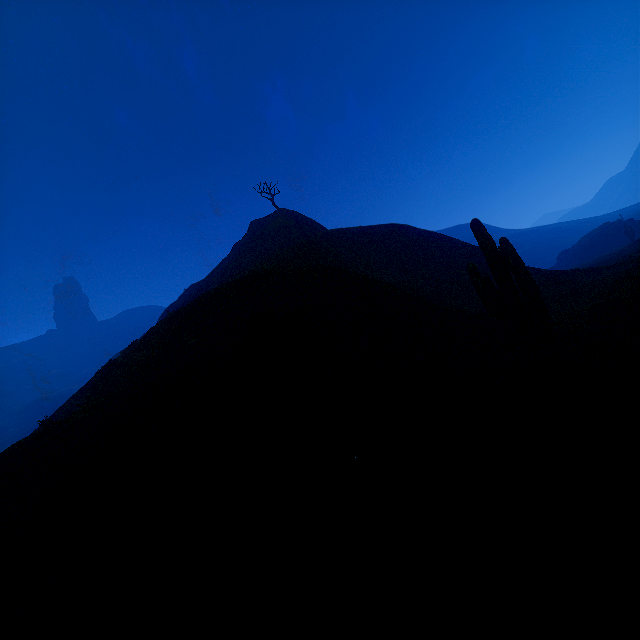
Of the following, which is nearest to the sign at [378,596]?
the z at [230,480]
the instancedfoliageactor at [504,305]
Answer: the z at [230,480]

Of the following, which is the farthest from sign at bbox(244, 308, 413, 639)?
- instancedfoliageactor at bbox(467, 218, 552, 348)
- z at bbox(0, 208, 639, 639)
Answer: instancedfoliageactor at bbox(467, 218, 552, 348)

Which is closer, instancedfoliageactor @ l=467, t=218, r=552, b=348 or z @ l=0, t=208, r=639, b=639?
z @ l=0, t=208, r=639, b=639

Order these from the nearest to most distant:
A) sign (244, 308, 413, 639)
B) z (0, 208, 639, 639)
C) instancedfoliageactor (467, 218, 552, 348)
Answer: sign (244, 308, 413, 639), z (0, 208, 639, 639), instancedfoliageactor (467, 218, 552, 348)

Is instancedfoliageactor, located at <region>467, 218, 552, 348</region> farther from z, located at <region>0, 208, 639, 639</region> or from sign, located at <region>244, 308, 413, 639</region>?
sign, located at <region>244, 308, 413, 639</region>

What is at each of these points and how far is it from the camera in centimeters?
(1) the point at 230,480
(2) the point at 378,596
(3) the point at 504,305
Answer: (1) z, 629cm
(2) sign, 114cm
(3) instancedfoliageactor, 992cm
